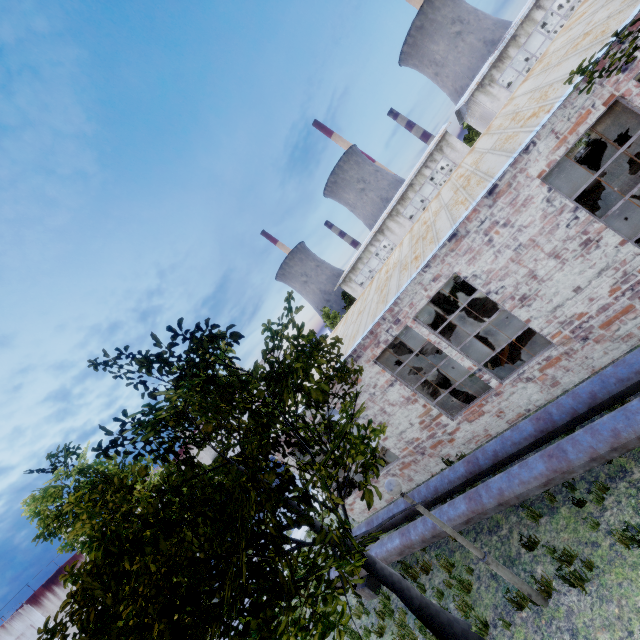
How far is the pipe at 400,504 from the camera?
9.30m

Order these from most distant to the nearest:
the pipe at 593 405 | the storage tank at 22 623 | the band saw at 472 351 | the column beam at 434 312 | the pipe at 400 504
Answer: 1. the storage tank at 22 623
2. the column beam at 434 312
3. the band saw at 472 351
4. the pipe at 400 504
5. the pipe at 593 405

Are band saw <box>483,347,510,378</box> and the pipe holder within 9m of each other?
yes

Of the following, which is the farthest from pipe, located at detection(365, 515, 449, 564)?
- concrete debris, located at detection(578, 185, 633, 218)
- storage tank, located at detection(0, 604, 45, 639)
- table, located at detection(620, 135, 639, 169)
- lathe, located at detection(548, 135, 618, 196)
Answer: storage tank, located at detection(0, 604, 45, 639)

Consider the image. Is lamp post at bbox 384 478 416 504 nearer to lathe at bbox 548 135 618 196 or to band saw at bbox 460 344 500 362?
band saw at bbox 460 344 500 362

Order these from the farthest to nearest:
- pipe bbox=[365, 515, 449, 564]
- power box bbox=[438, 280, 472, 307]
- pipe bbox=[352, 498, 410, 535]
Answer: power box bbox=[438, 280, 472, 307] → pipe bbox=[352, 498, 410, 535] → pipe bbox=[365, 515, 449, 564]

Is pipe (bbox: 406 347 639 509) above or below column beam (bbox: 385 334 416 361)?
below

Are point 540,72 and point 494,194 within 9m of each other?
yes
